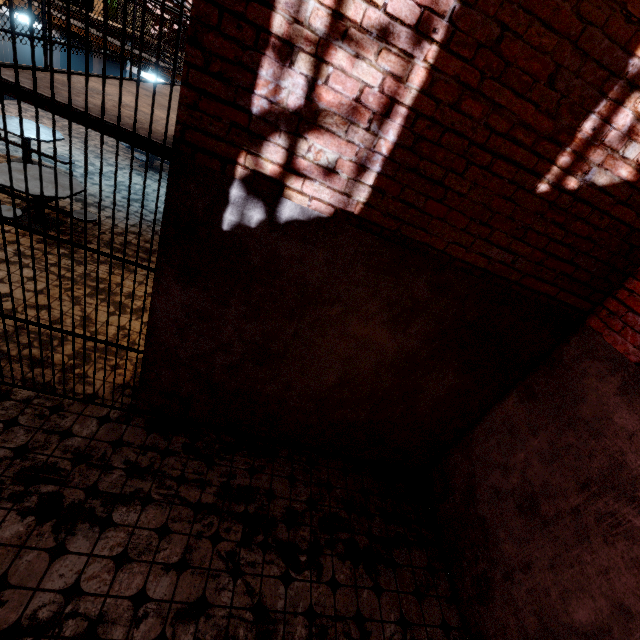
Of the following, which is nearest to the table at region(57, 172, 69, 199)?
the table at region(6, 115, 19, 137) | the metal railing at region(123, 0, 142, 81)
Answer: the table at region(6, 115, 19, 137)

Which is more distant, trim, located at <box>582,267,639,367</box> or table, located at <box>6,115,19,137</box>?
table, located at <box>6,115,19,137</box>

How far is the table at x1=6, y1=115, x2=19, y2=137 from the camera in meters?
6.6

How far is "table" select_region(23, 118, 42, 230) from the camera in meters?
5.3 m

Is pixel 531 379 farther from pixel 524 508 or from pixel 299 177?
pixel 299 177

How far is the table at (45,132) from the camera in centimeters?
694cm

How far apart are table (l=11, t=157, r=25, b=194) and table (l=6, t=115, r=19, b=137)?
1.41m

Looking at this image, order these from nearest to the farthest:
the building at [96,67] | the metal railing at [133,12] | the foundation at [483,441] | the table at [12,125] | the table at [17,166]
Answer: the foundation at [483,441] → the metal railing at [133,12] → the table at [17,166] → the table at [12,125] → the building at [96,67]
